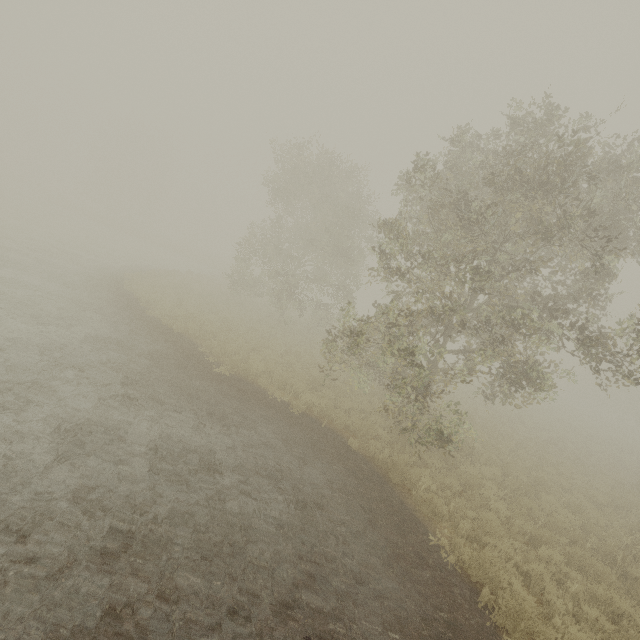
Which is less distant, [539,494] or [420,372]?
[420,372]
